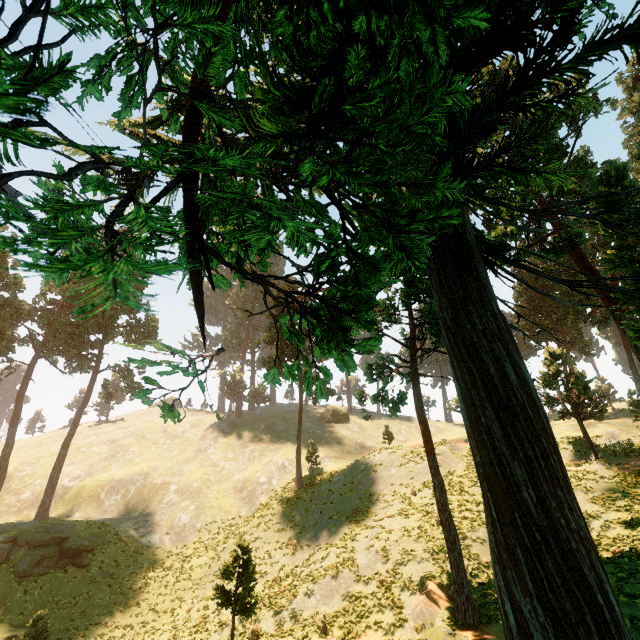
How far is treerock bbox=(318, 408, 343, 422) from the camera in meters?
58.6

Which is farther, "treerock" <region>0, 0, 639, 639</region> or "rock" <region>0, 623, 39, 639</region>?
"rock" <region>0, 623, 39, 639</region>

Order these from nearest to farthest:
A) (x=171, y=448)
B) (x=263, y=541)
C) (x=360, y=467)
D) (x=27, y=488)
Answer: (x=263, y=541) → (x=360, y=467) → (x=27, y=488) → (x=171, y=448)

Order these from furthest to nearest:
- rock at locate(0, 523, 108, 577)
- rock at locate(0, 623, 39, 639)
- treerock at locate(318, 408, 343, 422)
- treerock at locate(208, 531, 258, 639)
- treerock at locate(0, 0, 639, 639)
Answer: treerock at locate(318, 408, 343, 422), rock at locate(0, 523, 108, 577), rock at locate(0, 623, 39, 639), treerock at locate(208, 531, 258, 639), treerock at locate(0, 0, 639, 639)

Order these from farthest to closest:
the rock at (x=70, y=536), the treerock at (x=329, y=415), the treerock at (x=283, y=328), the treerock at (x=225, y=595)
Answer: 1. the treerock at (x=329, y=415)
2. the rock at (x=70, y=536)
3. the treerock at (x=225, y=595)
4. the treerock at (x=283, y=328)

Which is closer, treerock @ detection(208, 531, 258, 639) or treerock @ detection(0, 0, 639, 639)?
treerock @ detection(0, 0, 639, 639)

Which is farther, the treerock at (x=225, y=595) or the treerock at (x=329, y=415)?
the treerock at (x=329, y=415)
